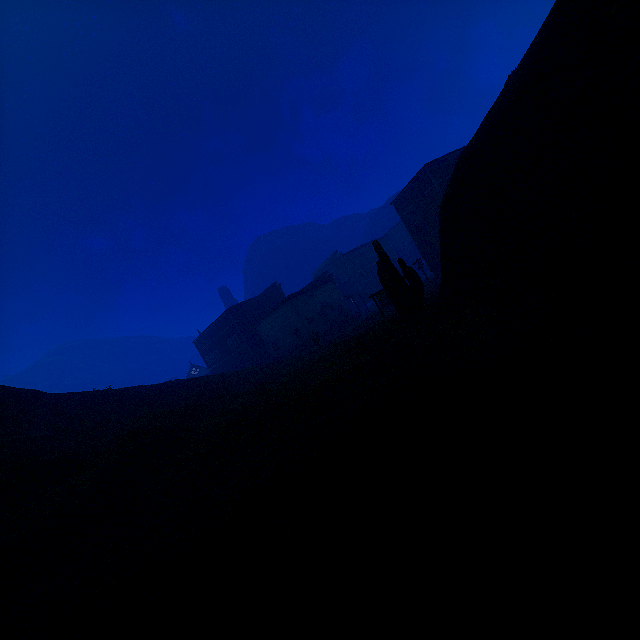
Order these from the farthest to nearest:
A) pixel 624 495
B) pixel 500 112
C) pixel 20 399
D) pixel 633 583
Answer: pixel 20 399 → pixel 500 112 → pixel 624 495 → pixel 633 583

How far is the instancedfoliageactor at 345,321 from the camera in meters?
43.8 m

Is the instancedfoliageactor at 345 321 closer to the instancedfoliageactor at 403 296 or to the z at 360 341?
the z at 360 341

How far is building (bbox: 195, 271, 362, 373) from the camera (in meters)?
44.21

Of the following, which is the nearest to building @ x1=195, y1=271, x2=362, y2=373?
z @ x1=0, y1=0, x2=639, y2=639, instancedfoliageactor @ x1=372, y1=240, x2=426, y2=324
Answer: z @ x1=0, y1=0, x2=639, y2=639

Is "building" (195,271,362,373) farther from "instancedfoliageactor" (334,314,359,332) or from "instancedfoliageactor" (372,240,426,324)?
"instancedfoliageactor" (372,240,426,324)

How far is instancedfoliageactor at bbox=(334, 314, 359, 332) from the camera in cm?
4381
